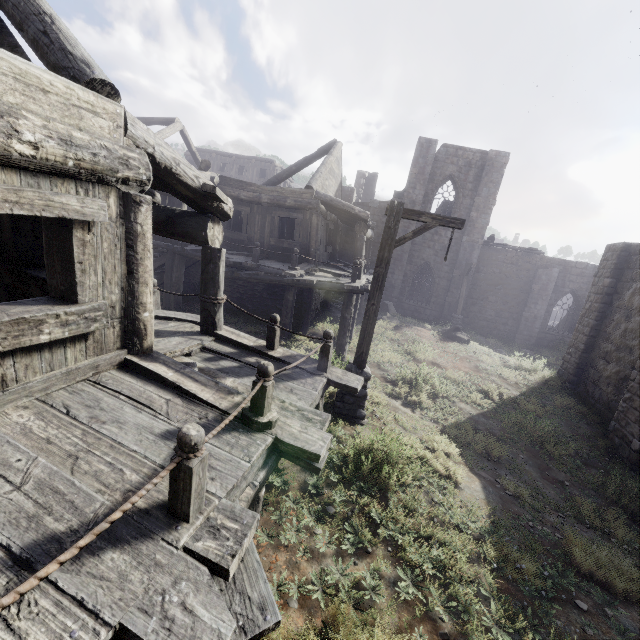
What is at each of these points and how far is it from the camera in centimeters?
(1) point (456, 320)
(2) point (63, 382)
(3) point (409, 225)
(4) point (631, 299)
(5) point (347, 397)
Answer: (1) wooden lamp post, 2158cm
(2) building, 356cm
(3) building, 2261cm
(4) building, 1084cm
(5) wooden lamp post, 709cm

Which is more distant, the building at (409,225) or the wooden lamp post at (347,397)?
the building at (409,225)

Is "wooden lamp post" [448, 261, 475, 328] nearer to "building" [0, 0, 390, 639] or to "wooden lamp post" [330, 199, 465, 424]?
"building" [0, 0, 390, 639]

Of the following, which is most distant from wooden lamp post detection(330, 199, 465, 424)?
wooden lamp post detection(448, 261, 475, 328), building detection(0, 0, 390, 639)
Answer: wooden lamp post detection(448, 261, 475, 328)

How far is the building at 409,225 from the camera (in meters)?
22.58

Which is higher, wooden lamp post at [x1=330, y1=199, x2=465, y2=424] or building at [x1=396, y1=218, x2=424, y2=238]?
building at [x1=396, y1=218, x2=424, y2=238]
